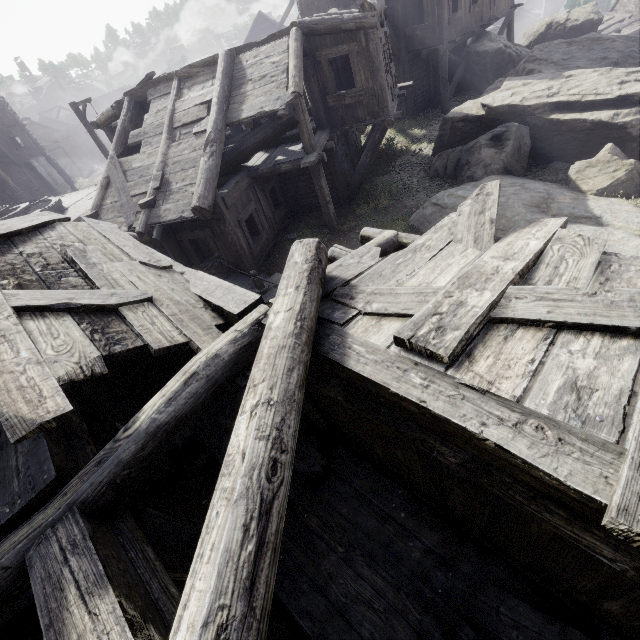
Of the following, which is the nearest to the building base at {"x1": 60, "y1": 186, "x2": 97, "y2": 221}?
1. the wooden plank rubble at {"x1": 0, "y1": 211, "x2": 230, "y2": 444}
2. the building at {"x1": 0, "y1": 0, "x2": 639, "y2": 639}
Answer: the building at {"x1": 0, "y1": 0, "x2": 639, "y2": 639}

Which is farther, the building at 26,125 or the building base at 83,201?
the building at 26,125

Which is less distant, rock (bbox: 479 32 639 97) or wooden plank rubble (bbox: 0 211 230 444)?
wooden plank rubble (bbox: 0 211 230 444)

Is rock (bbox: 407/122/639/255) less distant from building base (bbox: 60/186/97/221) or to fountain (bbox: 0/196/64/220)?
building base (bbox: 60/186/97/221)

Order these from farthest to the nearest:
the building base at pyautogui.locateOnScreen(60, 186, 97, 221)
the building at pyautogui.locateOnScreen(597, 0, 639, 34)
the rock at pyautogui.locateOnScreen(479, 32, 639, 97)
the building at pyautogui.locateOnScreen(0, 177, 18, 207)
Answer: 1. the building at pyautogui.locateOnScreen(0, 177, 18, 207)
2. the building at pyautogui.locateOnScreen(597, 0, 639, 34)
3. the building base at pyautogui.locateOnScreen(60, 186, 97, 221)
4. the rock at pyautogui.locateOnScreen(479, 32, 639, 97)

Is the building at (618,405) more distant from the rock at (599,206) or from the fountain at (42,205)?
the fountain at (42,205)

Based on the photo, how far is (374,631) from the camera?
3.7 meters

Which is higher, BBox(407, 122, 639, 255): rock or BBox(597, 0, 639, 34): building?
BBox(407, 122, 639, 255): rock
